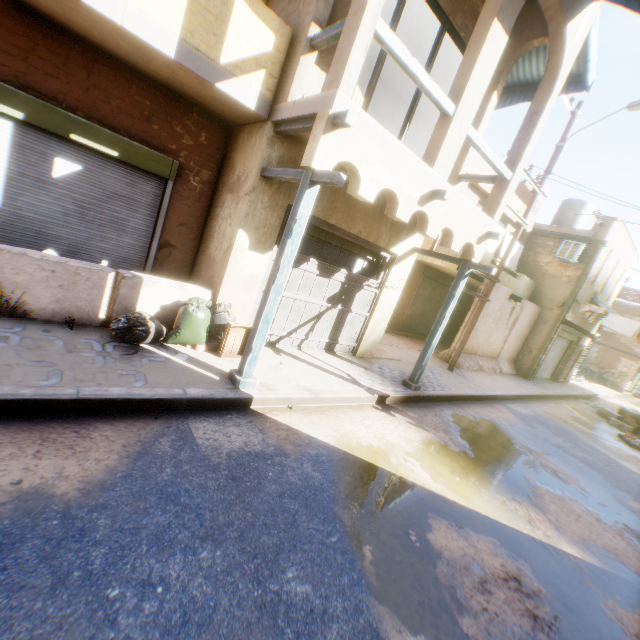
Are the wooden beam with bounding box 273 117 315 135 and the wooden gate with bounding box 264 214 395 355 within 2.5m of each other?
yes

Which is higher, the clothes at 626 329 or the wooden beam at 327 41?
the wooden beam at 327 41

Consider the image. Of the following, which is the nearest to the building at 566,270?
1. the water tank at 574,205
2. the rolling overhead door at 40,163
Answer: the rolling overhead door at 40,163

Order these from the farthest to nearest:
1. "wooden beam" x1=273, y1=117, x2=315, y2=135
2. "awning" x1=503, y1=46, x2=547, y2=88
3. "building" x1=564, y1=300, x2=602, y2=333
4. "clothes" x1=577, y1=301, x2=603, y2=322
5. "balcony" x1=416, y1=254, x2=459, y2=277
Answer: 1. "building" x1=564, y1=300, x2=602, y2=333
2. "clothes" x1=577, y1=301, x2=603, y2=322
3. "balcony" x1=416, y1=254, x2=459, y2=277
4. "awning" x1=503, y1=46, x2=547, y2=88
5. "wooden beam" x1=273, y1=117, x2=315, y2=135

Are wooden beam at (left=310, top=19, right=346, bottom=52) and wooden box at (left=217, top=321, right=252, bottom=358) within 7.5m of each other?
yes

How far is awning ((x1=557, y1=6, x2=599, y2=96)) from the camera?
6.53m

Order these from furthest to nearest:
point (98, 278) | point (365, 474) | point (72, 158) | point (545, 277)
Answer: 1. point (545, 277)
2. point (72, 158)
3. point (98, 278)
4. point (365, 474)

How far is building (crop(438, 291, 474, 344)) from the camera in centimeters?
1677cm
